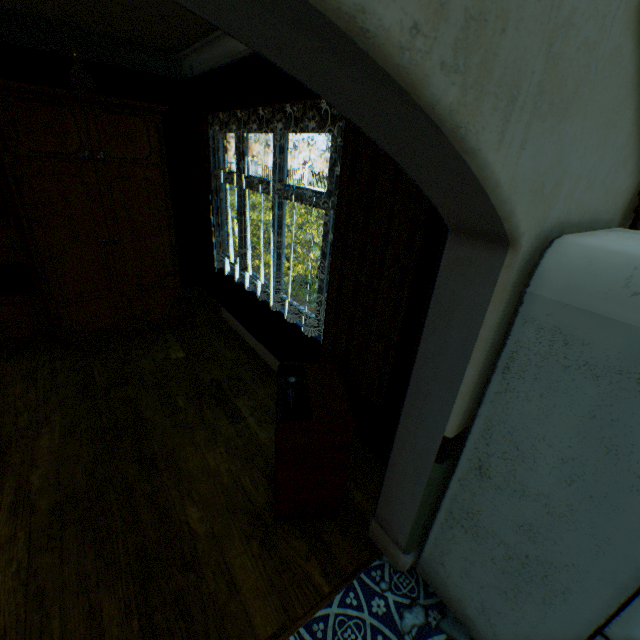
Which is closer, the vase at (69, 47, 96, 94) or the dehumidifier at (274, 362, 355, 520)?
the dehumidifier at (274, 362, 355, 520)

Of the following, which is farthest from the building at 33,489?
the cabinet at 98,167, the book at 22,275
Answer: the book at 22,275

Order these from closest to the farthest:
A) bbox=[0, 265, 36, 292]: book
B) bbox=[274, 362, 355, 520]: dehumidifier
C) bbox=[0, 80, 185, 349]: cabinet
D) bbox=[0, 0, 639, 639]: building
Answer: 1. bbox=[0, 0, 639, 639]: building
2. bbox=[274, 362, 355, 520]: dehumidifier
3. bbox=[0, 80, 185, 349]: cabinet
4. bbox=[0, 265, 36, 292]: book

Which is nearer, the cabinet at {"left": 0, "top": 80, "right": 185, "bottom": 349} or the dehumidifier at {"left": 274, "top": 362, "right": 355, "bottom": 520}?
the dehumidifier at {"left": 274, "top": 362, "right": 355, "bottom": 520}

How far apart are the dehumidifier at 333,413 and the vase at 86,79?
3.4m

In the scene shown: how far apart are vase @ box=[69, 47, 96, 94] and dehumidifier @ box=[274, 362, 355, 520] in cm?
343

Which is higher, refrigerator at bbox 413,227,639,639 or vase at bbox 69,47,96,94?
vase at bbox 69,47,96,94

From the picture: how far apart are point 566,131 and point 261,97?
2.6 meters
